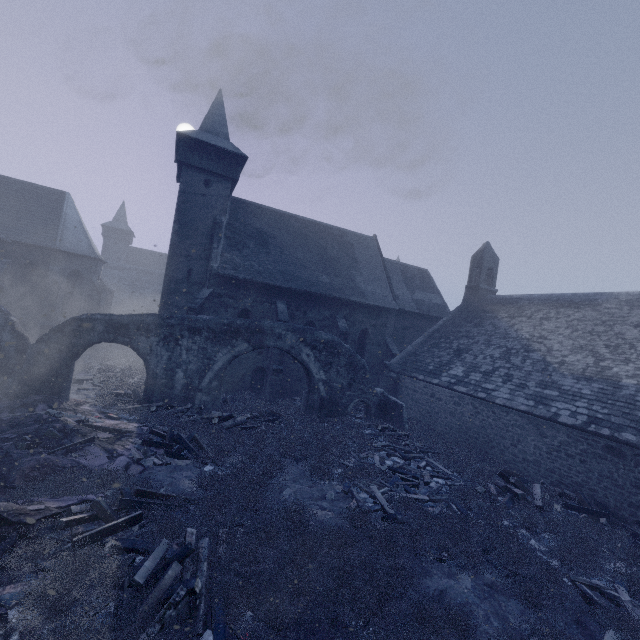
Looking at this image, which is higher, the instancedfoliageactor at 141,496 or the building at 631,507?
the building at 631,507

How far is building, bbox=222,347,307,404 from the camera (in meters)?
19.03

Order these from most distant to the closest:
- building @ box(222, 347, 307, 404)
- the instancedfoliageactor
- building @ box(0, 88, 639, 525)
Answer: building @ box(222, 347, 307, 404), building @ box(0, 88, 639, 525), the instancedfoliageactor

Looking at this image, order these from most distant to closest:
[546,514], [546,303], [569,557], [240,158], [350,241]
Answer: [350,241]
[240,158]
[546,303]
[546,514]
[569,557]

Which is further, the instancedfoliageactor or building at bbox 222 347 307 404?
building at bbox 222 347 307 404

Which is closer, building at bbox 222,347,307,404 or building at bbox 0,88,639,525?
→ building at bbox 0,88,639,525
